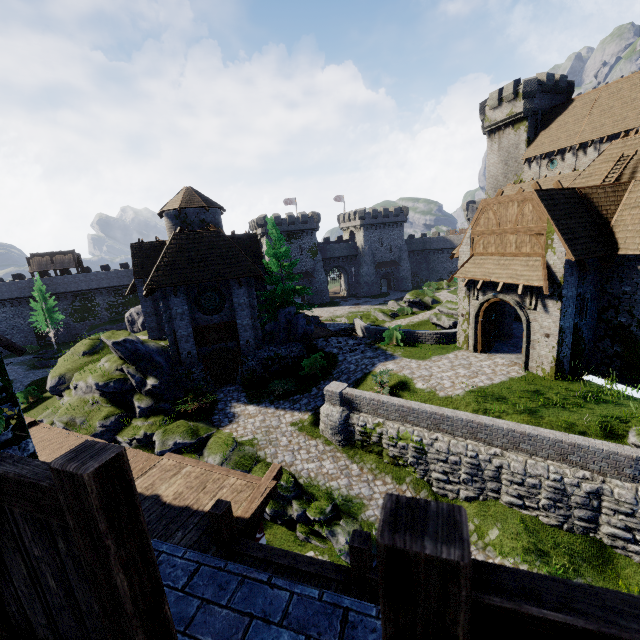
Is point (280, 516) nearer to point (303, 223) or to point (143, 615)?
point (143, 615)

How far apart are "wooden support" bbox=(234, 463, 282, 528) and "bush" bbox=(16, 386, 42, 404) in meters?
31.0

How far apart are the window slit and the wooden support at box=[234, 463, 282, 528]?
14.37m

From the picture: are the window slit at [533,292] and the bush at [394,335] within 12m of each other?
yes

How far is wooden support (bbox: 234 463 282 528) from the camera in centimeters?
760cm

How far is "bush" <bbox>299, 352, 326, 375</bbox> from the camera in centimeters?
2142cm

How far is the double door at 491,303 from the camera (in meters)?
16.33

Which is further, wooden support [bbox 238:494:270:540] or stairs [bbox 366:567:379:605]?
wooden support [bbox 238:494:270:540]
